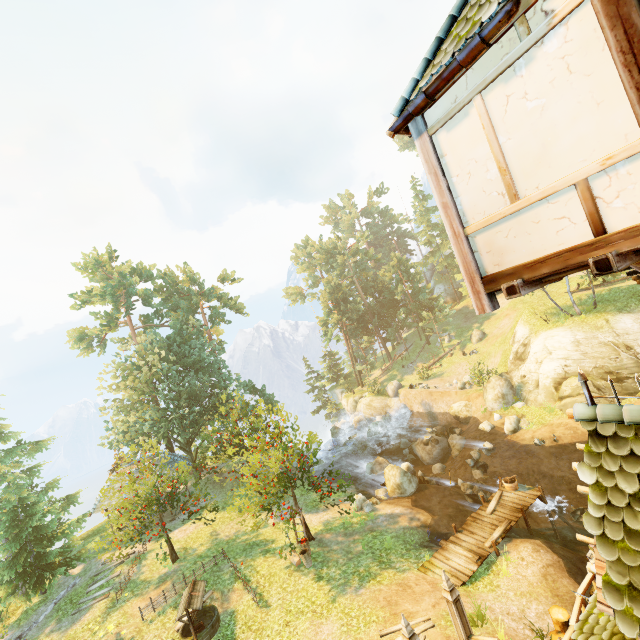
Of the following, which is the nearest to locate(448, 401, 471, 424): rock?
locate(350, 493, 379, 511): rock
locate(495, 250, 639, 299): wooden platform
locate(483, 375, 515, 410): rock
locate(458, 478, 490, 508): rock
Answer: locate(483, 375, 515, 410): rock

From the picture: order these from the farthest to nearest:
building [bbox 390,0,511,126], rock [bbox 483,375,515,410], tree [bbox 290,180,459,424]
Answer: tree [bbox 290,180,459,424]
rock [bbox 483,375,515,410]
building [bbox 390,0,511,126]

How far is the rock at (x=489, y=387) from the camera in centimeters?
2567cm

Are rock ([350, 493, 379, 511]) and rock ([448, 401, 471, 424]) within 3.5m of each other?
no

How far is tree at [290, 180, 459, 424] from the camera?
46.3 meters

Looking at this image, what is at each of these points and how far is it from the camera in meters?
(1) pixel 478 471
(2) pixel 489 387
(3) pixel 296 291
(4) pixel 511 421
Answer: (1) rock, 21.4
(2) rock, 26.4
(3) tree, 57.2
(4) rock, 22.7

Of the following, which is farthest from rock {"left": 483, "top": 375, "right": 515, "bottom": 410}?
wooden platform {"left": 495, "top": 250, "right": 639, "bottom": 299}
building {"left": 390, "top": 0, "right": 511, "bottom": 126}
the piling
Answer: wooden platform {"left": 495, "top": 250, "right": 639, "bottom": 299}

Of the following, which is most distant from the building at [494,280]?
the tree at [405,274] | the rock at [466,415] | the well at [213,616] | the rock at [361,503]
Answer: the rock at [466,415]
